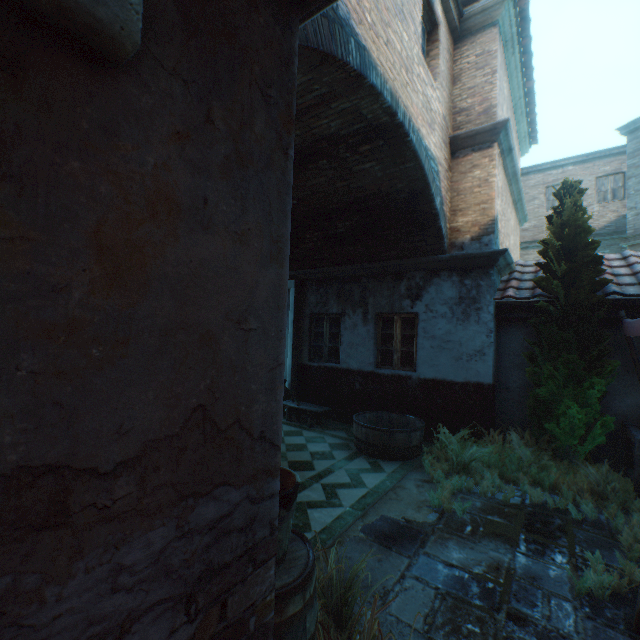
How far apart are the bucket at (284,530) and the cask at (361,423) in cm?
396

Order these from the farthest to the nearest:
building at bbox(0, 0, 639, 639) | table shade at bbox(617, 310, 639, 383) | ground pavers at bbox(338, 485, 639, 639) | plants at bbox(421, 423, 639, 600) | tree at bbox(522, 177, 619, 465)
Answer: tree at bbox(522, 177, 619, 465) → table shade at bbox(617, 310, 639, 383) → plants at bbox(421, 423, 639, 600) → ground pavers at bbox(338, 485, 639, 639) → building at bbox(0, 0, 639, 639)

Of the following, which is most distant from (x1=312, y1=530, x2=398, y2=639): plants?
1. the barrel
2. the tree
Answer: the tree

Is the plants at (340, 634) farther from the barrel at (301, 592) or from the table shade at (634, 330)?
the table shade at (634, 330)

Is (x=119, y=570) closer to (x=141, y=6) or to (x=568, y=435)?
(x=141, y=6)

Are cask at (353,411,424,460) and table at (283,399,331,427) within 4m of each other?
yes

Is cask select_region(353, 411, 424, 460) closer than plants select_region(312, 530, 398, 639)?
No

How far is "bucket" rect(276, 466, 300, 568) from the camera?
1.7 meters
